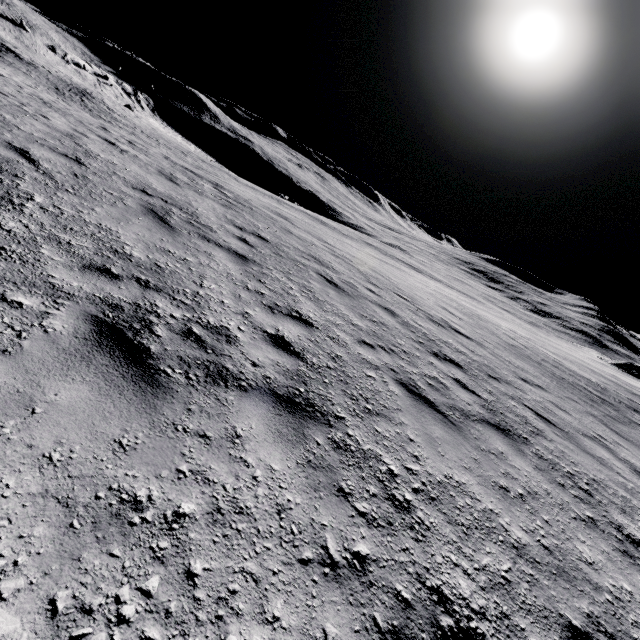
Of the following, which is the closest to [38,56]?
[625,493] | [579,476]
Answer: [579,476]
